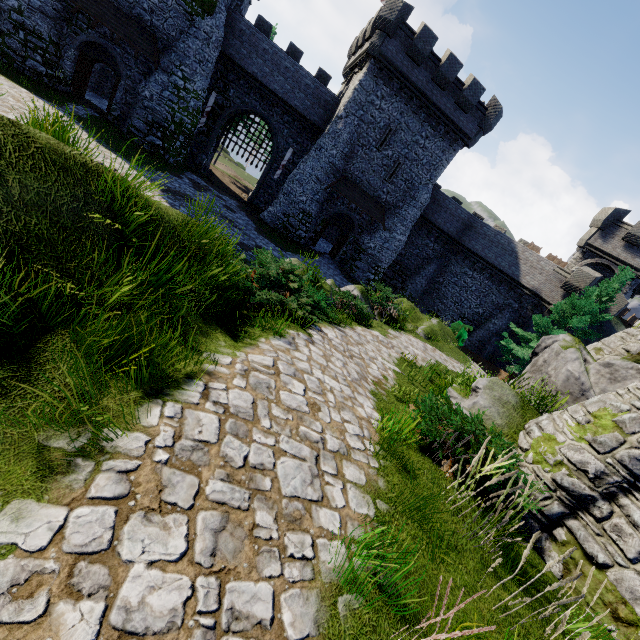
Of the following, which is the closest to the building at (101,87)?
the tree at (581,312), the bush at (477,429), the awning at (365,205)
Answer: the awning at (365,205)

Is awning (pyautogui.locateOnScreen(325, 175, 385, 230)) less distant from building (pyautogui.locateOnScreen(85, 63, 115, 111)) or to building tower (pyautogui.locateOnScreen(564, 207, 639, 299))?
building (pyautogui.locateOnScreen(85, 63, 115, 111))

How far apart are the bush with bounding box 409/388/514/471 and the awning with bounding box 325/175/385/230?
22.6 meters

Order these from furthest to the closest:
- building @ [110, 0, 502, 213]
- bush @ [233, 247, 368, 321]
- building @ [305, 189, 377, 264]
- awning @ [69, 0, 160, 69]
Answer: building @ [305, 189, 377, 264] < building @ [110, 0, 502, 213] < awning @ [69, 0, 160, 69] < bush @ [233, 247, 368, 321]

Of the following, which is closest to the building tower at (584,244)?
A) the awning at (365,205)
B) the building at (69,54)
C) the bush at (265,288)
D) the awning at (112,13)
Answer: the building at (69,54)

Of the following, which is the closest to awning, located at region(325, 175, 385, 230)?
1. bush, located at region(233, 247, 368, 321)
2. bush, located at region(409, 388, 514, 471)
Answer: bush, located at region(233, 247, 368, 321)

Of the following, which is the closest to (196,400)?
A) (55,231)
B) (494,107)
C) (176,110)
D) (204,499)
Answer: (204,499)

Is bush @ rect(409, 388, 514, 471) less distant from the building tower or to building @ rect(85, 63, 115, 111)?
building @ rect(85, 63, 115, 111)
